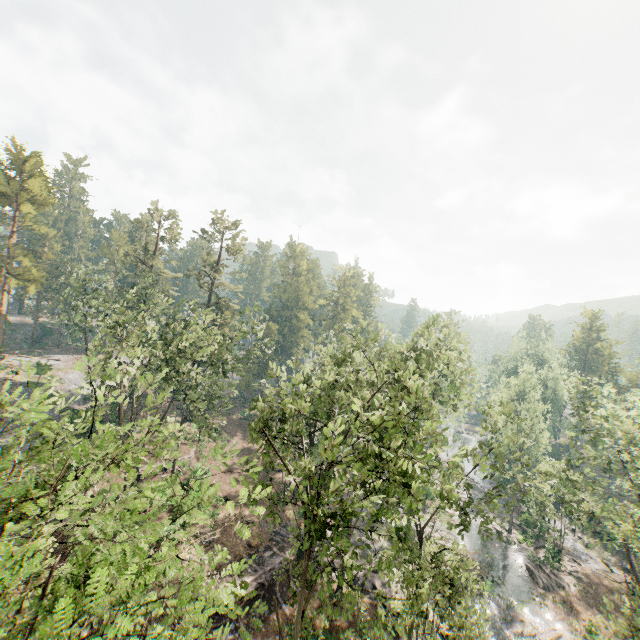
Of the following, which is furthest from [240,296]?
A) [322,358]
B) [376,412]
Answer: [376,412]

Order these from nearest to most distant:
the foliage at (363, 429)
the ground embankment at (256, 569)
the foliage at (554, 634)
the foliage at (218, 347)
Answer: the foliage at (218, 347) < the foliage at (363, 429) < the ground embankment at (256, 569) < the foliage at (554, 634)

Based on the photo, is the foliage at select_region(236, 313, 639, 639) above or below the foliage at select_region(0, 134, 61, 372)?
below

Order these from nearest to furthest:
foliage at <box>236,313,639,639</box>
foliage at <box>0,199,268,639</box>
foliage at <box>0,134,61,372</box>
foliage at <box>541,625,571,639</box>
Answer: foliage at <box>0,199,268,639</box> → foliage at <box>236,313,639,639</box> → foliage at <box>541,625,571,639</box> → foliage at <box>0,134,61,372</box>

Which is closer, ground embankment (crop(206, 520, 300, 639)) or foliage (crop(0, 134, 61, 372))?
ground embankment (crop(206, 520, 300, 639))

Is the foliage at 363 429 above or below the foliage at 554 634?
above

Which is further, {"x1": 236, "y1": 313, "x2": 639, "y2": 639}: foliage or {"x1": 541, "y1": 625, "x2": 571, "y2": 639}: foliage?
{"x1": 541, "y1": 625, "x2": 571, "y2": 639}: foliage
